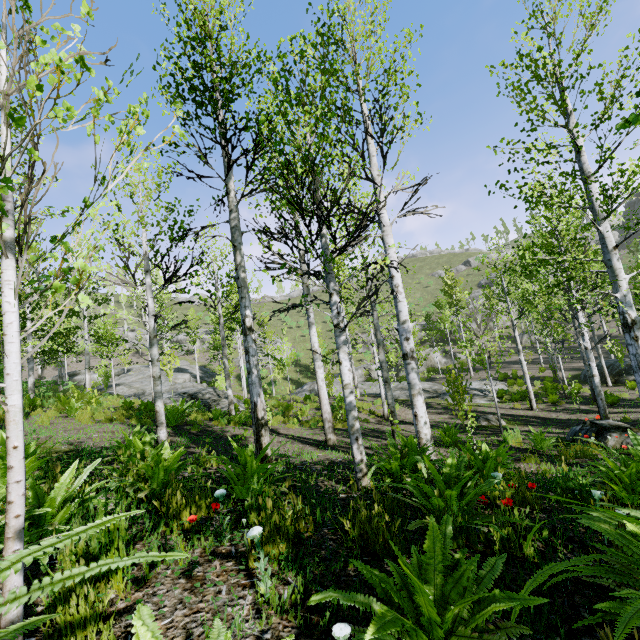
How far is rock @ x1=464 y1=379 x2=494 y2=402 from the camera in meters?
17.2 m

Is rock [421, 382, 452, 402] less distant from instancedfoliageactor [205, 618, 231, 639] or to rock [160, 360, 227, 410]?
instancedfoliageactor [205, 618, 231, 639]

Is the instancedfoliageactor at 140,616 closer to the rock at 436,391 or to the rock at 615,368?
the rock at 615,368

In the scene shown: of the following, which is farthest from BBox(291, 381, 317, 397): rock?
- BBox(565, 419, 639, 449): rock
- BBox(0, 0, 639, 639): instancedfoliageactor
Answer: BBox(565, 419, 639, 449): rock

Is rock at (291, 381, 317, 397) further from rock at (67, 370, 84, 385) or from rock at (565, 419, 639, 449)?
rock at (67, 370, 84, 385)

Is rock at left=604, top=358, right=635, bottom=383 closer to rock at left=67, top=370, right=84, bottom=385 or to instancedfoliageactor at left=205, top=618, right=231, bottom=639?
instancedfoliageactor at left=205, top=618, right=231, bottom=639

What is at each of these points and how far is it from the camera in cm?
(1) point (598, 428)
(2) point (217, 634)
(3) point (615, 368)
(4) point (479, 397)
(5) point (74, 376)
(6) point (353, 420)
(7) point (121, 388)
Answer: (1) rock, 796
(2) instancedfoliageactor, 109
(3) rock, 2031
(4) rock, 1786
(5) rock, 3938
(6) instancedfoliageactor, 400
(7) rock, 2595

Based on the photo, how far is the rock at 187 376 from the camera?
18.54m
